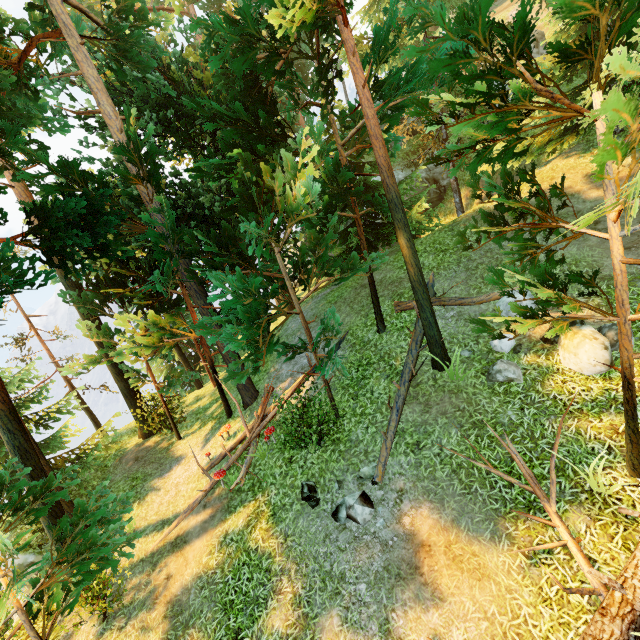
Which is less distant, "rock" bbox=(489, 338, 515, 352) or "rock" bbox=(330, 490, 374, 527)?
"rock" bbox=(330, 490, 374, 527)

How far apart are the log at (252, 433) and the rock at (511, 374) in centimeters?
676cm

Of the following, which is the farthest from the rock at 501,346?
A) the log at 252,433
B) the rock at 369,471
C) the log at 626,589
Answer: the log at 252,433

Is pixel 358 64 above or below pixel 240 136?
above

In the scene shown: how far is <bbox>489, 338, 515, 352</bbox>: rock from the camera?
8.12m

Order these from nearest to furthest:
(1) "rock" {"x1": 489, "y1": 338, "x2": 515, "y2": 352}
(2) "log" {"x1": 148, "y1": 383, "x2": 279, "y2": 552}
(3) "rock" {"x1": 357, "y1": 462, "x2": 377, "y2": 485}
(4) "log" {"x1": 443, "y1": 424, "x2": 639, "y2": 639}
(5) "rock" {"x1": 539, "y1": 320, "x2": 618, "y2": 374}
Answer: (4) "log" {"x1": 443, "y1": 424, "x2": 639, "y2": 639} → (5) "rock" {"x1": 539, "y1": 320, "x2": 618, "y2": 374} → (3) "rock" {"x1": 357, "y1": 462, "x2": 377, "y2": 485} → (1) "rock" {"x1": 489, "y1": 338, "x2": 515, "y2": 352} → (2) "log" {"x1": 148, "y1": 383, "x2": 279, "y2": 552}

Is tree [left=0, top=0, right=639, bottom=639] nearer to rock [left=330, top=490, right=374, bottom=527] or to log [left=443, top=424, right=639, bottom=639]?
log [left=443, top=424, right=639, bottom=639]

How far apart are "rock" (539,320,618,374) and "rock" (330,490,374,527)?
5.3m
